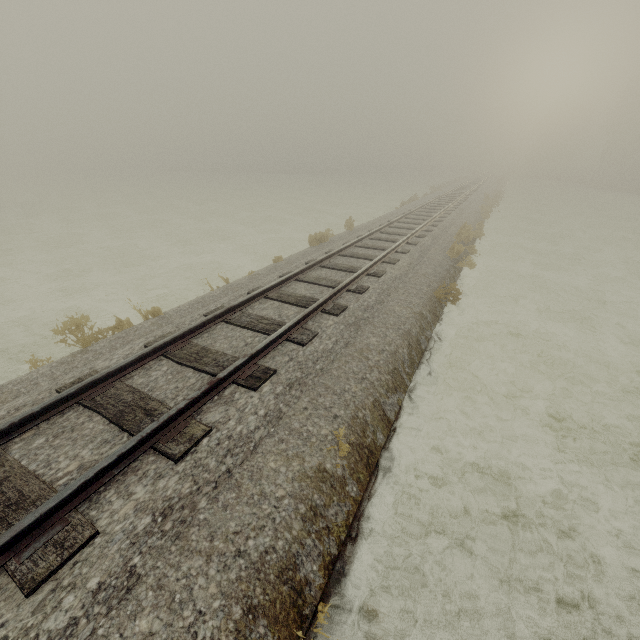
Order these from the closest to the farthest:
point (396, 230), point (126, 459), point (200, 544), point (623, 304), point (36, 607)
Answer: point (36, 607) → point (200, 544) → point (126, 459) → point (623, 304) → point (396, 230)
